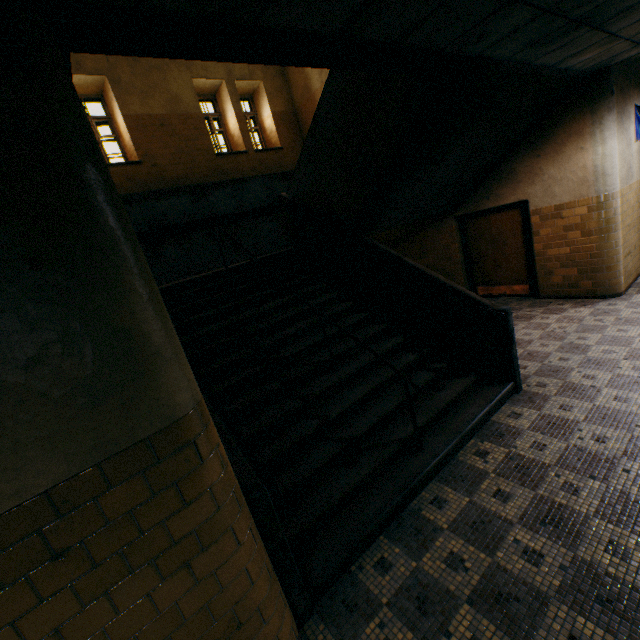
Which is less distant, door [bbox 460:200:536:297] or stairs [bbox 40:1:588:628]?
stairs [bbox 40:1:588:628]

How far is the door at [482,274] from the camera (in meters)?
7.21

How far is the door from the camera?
7.2m

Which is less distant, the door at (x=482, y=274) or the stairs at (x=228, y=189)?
the stairs at (x=228, y=189)

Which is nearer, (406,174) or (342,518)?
(342,518)
